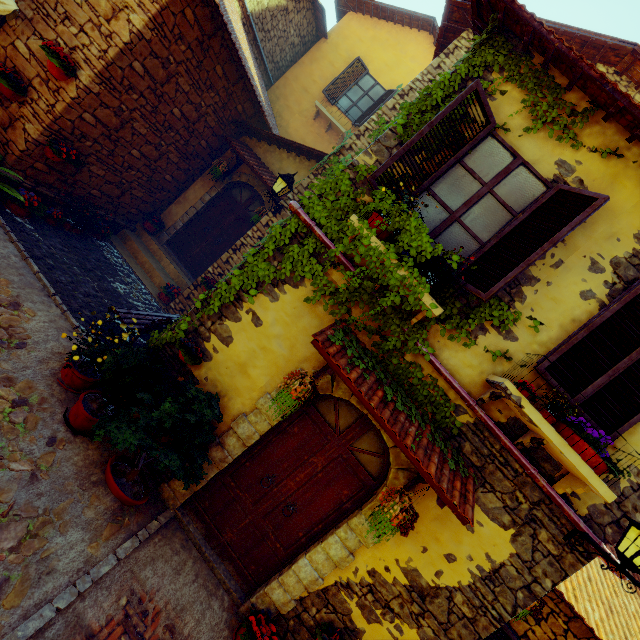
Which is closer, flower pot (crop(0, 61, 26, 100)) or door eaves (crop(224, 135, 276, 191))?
flower pot (crop(0, 61, 26, 100))

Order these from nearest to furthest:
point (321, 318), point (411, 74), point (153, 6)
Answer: point (321, 318) < point (153, 6) < point (411, 74)

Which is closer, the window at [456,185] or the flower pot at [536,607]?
the window at [456,185]

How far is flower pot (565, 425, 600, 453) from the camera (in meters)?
3.35

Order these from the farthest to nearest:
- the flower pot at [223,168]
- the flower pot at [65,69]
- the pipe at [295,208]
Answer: the flower pot at [223,168]
the flower pot at [65,69]
the pipe at [295,208]

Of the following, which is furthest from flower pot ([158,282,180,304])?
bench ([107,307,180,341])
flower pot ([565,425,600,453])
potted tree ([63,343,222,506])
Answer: flower pot ([565,425,600,453])

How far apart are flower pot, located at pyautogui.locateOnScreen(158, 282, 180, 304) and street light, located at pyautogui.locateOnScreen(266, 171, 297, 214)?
3.0 meters

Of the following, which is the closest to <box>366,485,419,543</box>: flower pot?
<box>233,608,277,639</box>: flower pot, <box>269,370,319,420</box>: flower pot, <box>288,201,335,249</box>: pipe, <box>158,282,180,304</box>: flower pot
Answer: <box>269,370,319,420</box>: flower pot
